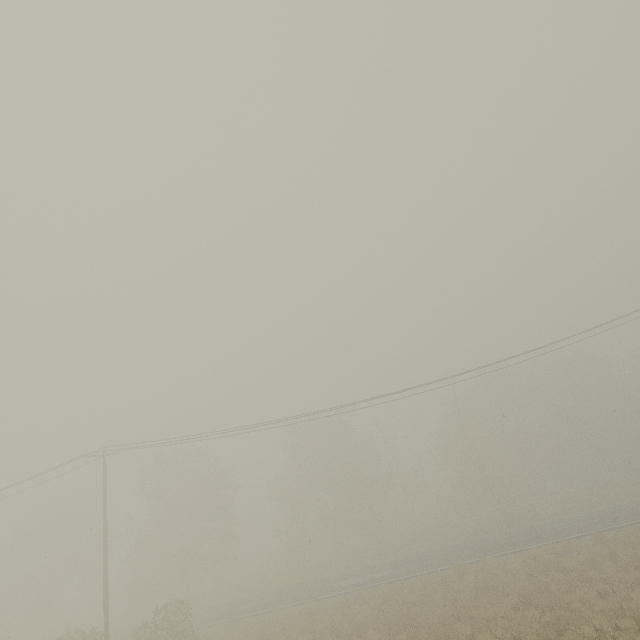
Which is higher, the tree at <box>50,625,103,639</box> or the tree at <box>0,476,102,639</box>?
the tree at <box>50,625,103,639</box>

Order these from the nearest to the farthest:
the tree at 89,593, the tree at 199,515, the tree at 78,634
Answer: the tree at 78,634
the tree at 199,515
the tree at 89,593

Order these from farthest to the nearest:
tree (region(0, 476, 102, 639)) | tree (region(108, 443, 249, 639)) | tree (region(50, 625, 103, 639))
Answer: tree (region(0, 476, 102, 639)) < tree (region(108, 443, 249, 639)) < tree (region(50, 625, 103, 639))

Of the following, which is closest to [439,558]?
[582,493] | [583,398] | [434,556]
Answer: [434,556]

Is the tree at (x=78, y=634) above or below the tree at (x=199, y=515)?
above

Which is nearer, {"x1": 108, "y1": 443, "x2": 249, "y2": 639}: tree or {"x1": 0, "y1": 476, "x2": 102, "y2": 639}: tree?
{"x1": 108, "y1": 443, "x2": 249, "y2": 639}: tree
